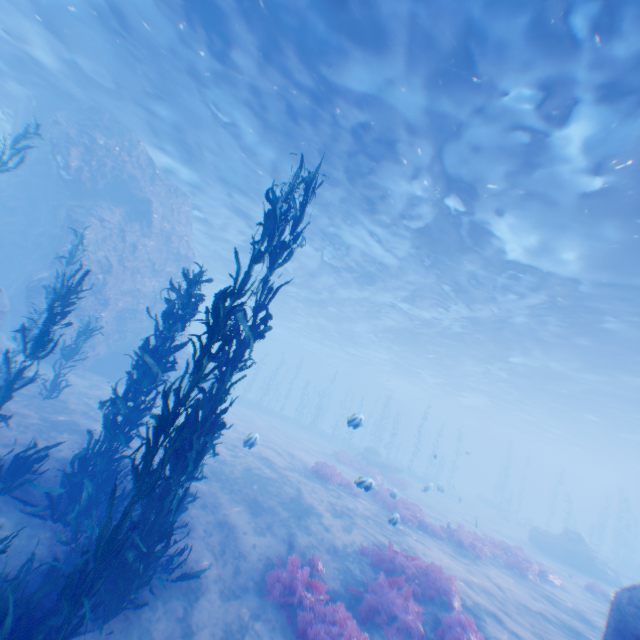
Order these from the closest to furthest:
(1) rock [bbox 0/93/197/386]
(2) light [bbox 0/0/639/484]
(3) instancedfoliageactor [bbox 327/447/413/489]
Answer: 1. (2) light [bbox 0/0/639/484]
2. (1) rock [bbox 0/93/197/386]
3. (3) instancedfoliageactor [bbox 327/447/413/489]

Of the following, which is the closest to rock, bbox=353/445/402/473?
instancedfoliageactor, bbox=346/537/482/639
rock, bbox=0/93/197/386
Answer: rock, bbox=0/93/197/386

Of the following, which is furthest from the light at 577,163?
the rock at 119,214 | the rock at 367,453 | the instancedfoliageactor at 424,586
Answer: the rock at 367,453

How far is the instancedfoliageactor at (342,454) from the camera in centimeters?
2281cm

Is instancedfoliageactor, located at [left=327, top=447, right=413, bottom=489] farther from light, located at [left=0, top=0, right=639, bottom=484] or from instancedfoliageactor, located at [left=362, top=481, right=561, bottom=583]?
light, located at [left=0, top=0, right=639, bottom=484]

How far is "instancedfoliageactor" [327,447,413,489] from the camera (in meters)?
22.81

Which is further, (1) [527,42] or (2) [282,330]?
(2) [282,330]

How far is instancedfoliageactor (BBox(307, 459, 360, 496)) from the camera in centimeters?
1518cm
